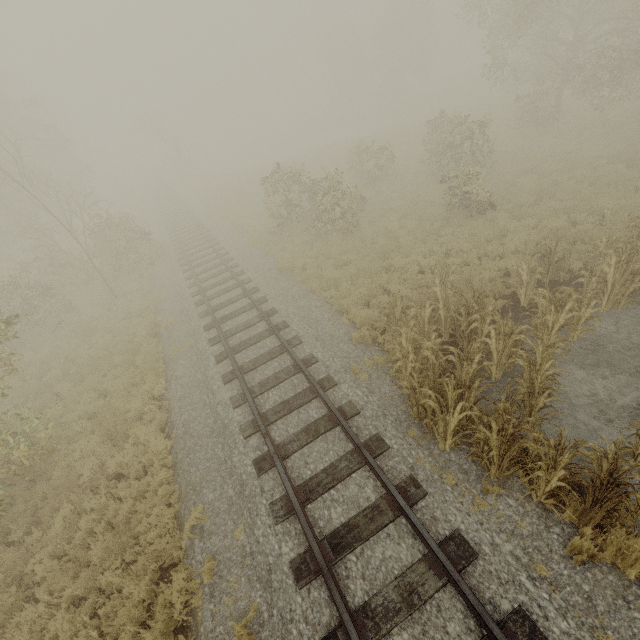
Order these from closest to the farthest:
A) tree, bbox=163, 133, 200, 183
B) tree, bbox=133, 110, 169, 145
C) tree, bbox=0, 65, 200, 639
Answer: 1. tree, bbox=0, 65, 200, 639
2. tree, bbox=133, 110, 169, 145
3. tree, bbox=163, 133, 200, 183

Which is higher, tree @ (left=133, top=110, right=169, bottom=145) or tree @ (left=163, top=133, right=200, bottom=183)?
tree @ (left=133, top=110, right=169, bottom=145)

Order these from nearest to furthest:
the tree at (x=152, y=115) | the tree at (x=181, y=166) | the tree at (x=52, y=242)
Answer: the tree at (x=52, y=242)
the tree at (x=152, y=115)
the tree at (x=181, y=166)

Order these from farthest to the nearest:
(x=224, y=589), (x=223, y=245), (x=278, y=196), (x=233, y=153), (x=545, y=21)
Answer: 1. (x=233, y=153)
2. (x=545, y=21)
3. (x=223, y=245)
4. (x=278, y=196)
5. (x=224, y=589)

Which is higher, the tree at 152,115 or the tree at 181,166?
the tree at 152,115

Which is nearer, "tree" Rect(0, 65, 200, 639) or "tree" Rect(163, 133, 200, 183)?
"tree" Rect(0, 65, 200, 639)

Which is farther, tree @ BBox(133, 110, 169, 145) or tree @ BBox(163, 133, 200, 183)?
tree @ BBox(163, 133, 200, 183)
